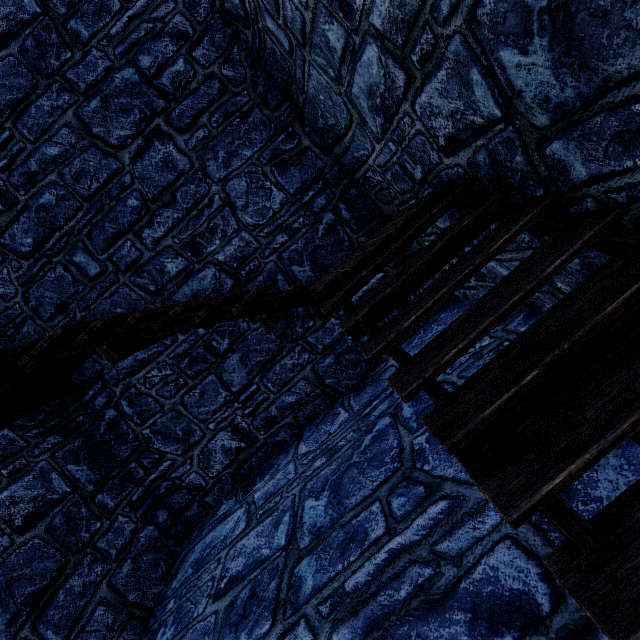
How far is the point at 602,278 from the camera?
1.8m
